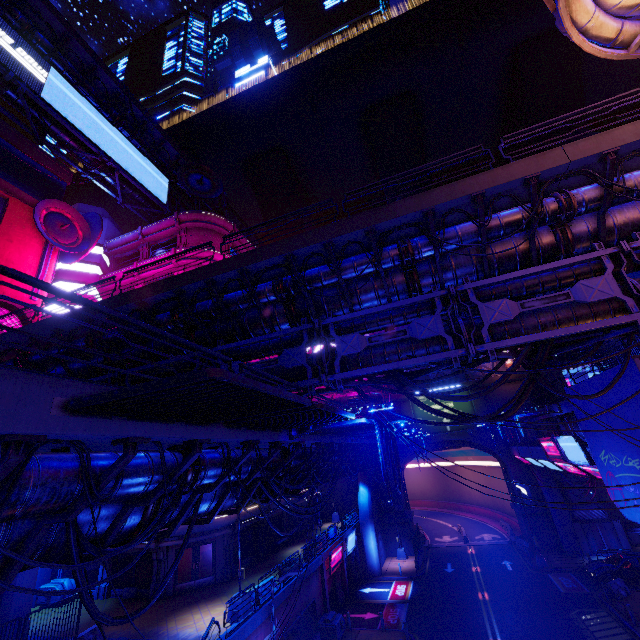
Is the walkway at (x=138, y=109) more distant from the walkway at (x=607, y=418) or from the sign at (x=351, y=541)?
the walkway at (x=607, y=418)

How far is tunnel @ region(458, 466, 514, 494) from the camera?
40.9m

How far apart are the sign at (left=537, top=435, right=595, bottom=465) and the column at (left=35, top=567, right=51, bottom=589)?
36.6 meters

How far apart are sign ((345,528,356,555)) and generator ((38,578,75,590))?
21.2m

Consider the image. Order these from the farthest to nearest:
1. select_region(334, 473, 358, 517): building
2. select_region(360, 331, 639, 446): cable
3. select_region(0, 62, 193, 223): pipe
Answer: select_region(334, 473, 358, 517): building < select_region(0, 62, 193, 223): pipe < select_region(360, 331, 639, 446): cable

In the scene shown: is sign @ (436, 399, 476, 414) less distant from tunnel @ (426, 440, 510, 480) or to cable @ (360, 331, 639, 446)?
tunnel @ (426, 440, 510, 480)

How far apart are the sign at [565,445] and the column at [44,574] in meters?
36.6 m

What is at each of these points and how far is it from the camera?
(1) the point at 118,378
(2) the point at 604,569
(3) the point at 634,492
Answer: (1) pipe, 15.1 meters
(2) car, 25.6 meters
(3) walkway, 13.5 meters
